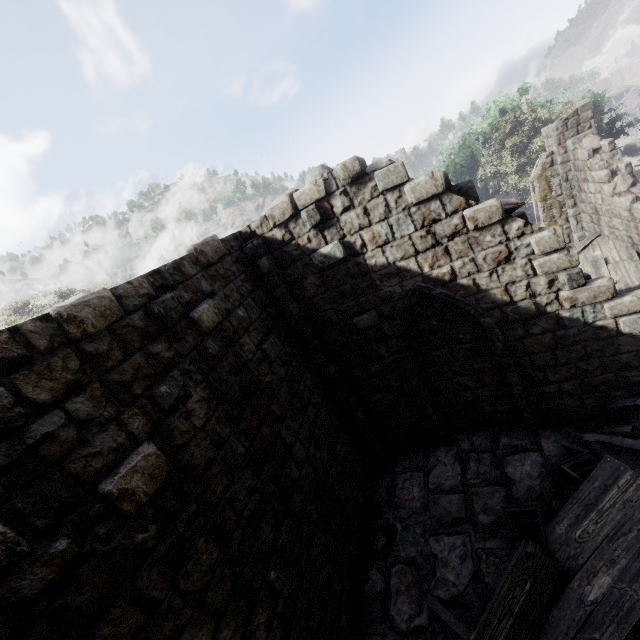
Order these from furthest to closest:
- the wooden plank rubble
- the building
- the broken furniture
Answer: the wooden plank rubble, the broken furniture, the building

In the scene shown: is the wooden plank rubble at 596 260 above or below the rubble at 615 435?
above

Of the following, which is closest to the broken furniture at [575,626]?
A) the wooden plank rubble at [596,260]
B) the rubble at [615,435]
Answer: the rubble at [615,435]

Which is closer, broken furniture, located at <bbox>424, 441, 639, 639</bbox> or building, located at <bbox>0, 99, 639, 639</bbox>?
building, located at <bbox>0, 99, 639, 639</bbox>

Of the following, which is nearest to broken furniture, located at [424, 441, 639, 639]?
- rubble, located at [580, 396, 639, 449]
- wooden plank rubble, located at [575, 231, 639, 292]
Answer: rubble, located at [580, 396, 639, 449]

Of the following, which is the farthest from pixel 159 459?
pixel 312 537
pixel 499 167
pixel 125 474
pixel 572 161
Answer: pixel 499 167

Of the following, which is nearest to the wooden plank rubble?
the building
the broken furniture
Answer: the building

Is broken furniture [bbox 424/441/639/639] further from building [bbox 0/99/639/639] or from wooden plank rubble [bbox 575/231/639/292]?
wooden plank rubble [bbox 575/231/639/292]
